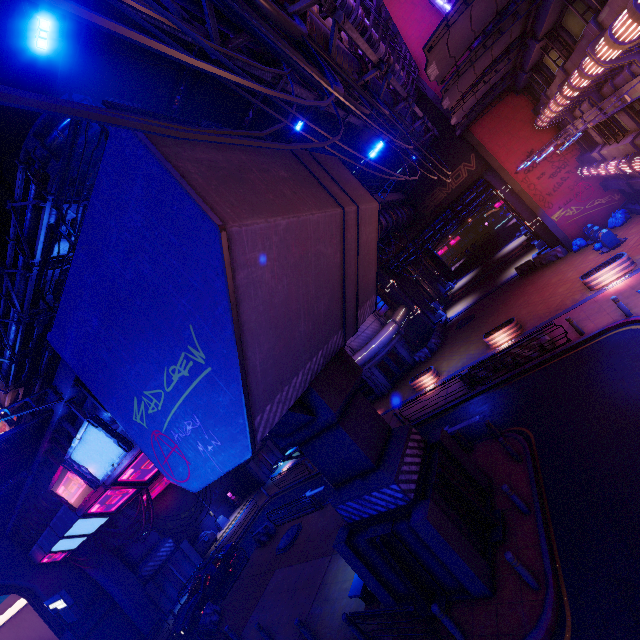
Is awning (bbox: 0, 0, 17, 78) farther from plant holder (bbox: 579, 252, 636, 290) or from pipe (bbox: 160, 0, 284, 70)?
plant holder (bbox: 579, 252, 636, 290)

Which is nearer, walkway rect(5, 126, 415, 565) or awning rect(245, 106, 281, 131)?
walkway rect(5, 126, 415, 565)

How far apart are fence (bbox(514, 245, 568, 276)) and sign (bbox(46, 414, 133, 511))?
30.4 meters

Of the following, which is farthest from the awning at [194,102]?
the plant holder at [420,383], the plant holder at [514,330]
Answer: the plant holder at [420,383]

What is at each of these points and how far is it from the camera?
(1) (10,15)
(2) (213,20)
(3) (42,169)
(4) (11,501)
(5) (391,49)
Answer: (1) awning, 7.53m
(2) pipe, 5.68m
(3) pipe, 14.55m
(4) fence, 17.00m
(5) walkway, 19.92m

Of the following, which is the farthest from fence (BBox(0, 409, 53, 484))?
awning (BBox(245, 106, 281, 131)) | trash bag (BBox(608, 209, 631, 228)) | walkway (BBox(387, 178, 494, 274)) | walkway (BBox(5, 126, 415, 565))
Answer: trash bag (BBox(608, 209, 631, 228))

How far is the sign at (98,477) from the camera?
9.6 meters

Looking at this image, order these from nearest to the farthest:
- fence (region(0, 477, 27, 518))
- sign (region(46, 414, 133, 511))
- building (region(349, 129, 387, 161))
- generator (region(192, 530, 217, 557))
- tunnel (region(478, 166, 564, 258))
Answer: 1. sign (region(46, 414, 133, 511))
2. fence (region(0, 477, 27, 518))
3. tunnel (region(478, 166, 564, 258))
4. building (region(349, 129, 387, 161))
5. generator (region(192, 530, 217, 557))
